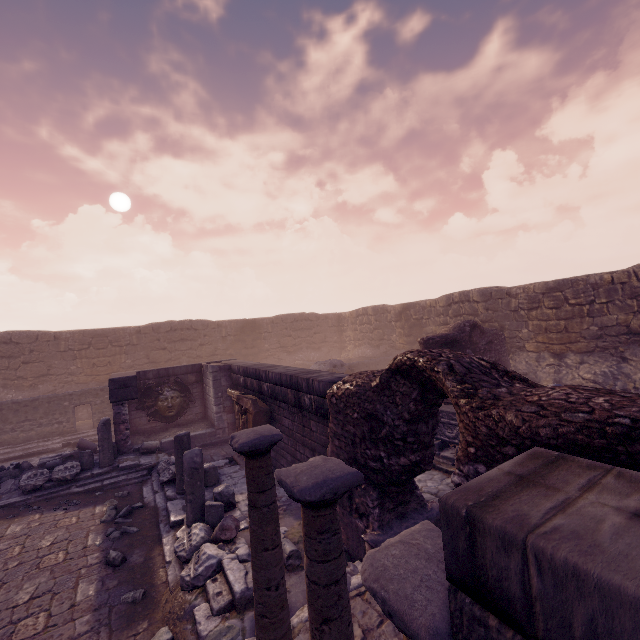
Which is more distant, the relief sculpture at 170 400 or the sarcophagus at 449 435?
the relief sculpture at 170 400

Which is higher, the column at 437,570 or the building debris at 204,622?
the column at 437,570

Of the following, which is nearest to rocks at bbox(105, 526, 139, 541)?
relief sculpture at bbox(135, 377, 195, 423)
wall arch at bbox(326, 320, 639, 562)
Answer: wall arch at bbox(326, 320, 639, 562)

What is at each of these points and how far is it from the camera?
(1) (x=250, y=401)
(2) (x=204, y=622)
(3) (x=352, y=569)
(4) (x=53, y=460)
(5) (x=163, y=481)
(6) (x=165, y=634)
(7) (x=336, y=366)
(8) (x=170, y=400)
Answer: (1) relief sculpture, 9.47m
(2) building debris, 4.09m
(3) debris pile, 4.84m
(4) debris pile, 10.08m
(5) building debris, 8.04m
(6) rocks, 4.12m
(7) building debris, 17.28m
(8) relief sculpture, 12.45m

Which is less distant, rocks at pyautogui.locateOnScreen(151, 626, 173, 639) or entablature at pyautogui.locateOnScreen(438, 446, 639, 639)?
entablature at pyautogui.locateOnScreen(438, 446, 639, 639)

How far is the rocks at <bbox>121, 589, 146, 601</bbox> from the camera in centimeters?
473cm

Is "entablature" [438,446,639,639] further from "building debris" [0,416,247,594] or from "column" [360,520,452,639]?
"building debris" [0,416,247,594]

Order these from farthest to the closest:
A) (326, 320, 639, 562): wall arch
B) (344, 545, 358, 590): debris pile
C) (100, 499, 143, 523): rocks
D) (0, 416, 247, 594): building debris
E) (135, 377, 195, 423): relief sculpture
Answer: (135, 377, 195, 423): relief sculpture, (100, 499, 143, 523): rocks, (0, 416, 247, 594): building debris, (344, 545, 358, 590): debris pile, (326, 320, 639, 562): wall arch
